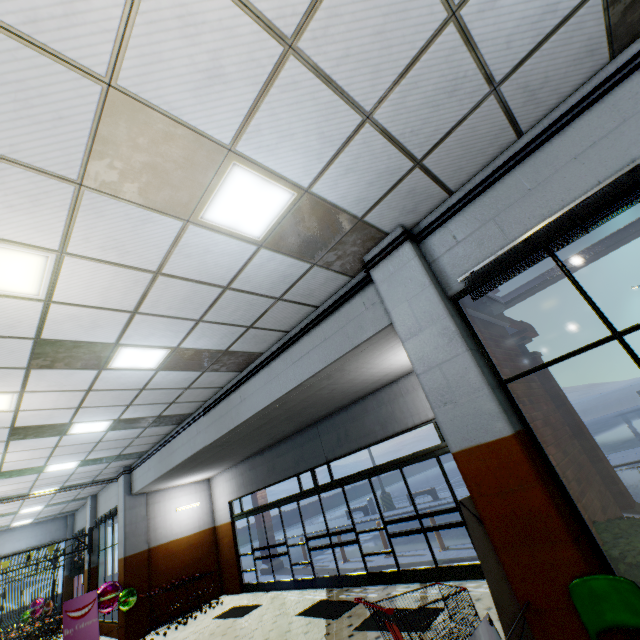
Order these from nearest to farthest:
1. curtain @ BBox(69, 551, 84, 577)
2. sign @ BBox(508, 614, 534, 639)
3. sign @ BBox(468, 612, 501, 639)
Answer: sign @ BBox(468, 612, 501, 639), sign @ BBox(508, 614, 534, 639), curtain @ BBox(69, 551, 84, 577)

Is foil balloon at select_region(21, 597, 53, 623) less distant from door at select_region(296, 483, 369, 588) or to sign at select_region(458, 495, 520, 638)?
door at select_region(296, 483, 369, 588)

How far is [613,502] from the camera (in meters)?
4.88

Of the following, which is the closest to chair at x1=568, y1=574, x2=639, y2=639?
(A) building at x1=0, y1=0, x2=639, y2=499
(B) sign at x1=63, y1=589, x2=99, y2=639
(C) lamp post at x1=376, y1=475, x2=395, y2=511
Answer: (A) building at x1=0, y1=0, x2=639, y2=499

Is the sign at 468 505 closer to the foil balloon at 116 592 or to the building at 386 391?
the building at 386 391

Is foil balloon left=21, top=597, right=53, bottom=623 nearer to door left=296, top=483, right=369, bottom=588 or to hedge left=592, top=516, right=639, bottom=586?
door left=296, top=483, right=369, bottom=588

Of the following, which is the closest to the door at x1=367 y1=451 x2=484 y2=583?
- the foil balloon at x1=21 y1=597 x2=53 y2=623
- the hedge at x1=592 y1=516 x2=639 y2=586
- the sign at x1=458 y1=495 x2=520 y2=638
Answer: the sign at x1=458 y1=495 x2=520 y2=638

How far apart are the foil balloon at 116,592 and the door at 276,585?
3.5m
